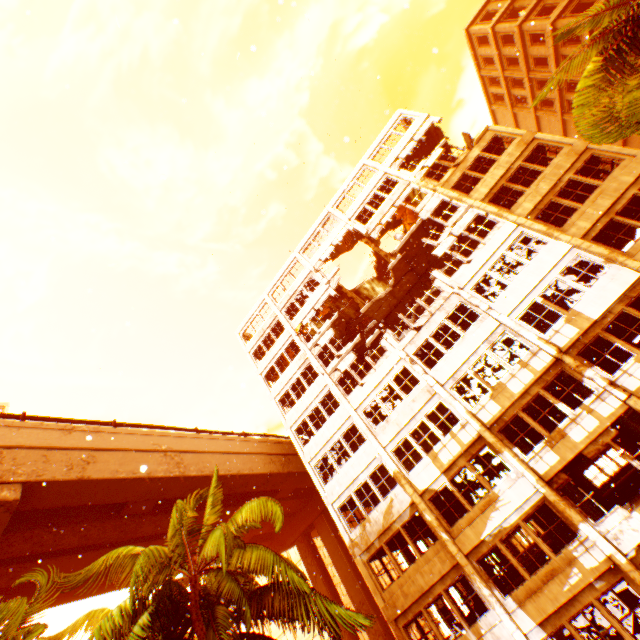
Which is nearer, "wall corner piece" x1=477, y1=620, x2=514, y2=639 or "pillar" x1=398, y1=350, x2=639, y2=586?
"pillar" x1=398, y1=350, x2=639, y2=586

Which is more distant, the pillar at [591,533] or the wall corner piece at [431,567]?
the wall corner piece at [431,567]

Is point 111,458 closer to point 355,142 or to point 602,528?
point 355,142

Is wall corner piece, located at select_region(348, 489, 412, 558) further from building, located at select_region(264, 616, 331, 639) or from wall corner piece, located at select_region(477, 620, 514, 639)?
building, located at select_region(264, 616, 331, 639)

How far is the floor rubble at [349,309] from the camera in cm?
2905

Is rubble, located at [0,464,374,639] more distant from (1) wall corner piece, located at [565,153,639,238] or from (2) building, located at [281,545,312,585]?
(2) building, located at [281,545,312,585]

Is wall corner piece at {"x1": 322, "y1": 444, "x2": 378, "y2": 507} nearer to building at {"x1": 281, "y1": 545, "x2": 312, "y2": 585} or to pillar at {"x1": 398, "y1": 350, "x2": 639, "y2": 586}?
pillar at {"x1": 398, "y1": 350, "x2": 639, "y2": 586}

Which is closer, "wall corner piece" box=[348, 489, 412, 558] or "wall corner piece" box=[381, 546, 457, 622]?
"wall corner piece" box=[381, 546, 457, 622]
